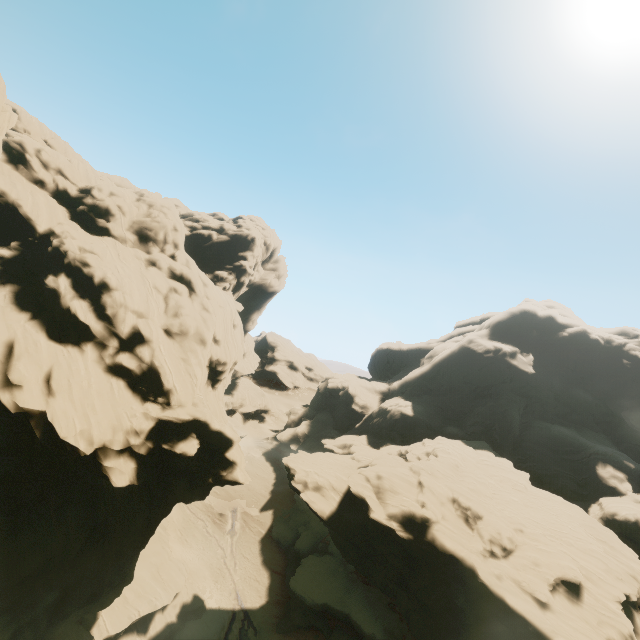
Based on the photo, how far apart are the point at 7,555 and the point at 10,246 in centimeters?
2589cm

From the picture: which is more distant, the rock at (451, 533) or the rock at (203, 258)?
the rock at (451, 533)

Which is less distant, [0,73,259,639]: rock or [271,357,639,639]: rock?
[0,73,259,639]: rock
